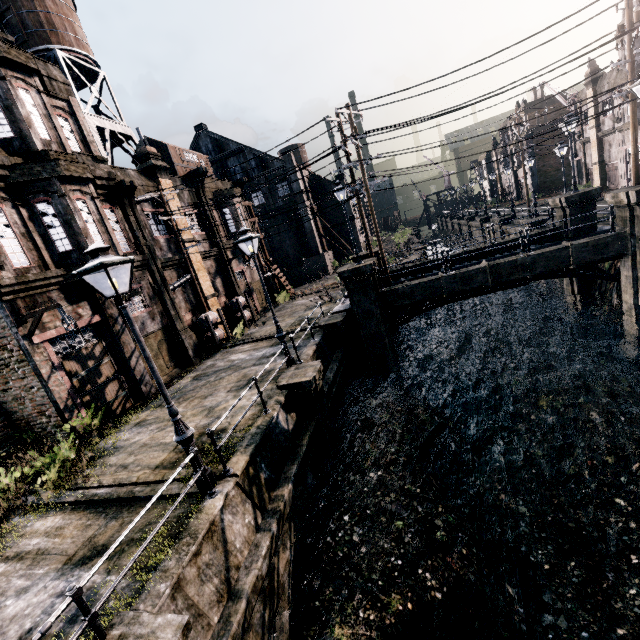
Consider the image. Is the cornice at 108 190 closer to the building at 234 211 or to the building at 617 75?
the building at 234 211

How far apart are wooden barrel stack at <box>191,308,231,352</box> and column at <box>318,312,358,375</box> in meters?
7.0 m

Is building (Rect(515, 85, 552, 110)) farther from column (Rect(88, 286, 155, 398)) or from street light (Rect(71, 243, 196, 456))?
street light (Rect(71, 243, 196, 456))

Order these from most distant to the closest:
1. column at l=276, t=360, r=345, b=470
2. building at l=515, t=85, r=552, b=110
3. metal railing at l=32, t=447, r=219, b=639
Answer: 1. building at l=515, t=85, r=552, b=110
2. column at l=276, t=360, r=345, b=470
3. metal railing at l=32, t=447, r=219, b=639

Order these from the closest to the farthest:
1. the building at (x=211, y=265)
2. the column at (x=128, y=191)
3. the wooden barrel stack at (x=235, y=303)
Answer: the column at (x=128, y=191) < the building at (x=211, y=265) < the wooden barrel stack at (x=235, y=303)

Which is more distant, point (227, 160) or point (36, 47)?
point (227, 160)

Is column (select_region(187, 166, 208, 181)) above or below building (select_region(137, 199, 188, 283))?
above

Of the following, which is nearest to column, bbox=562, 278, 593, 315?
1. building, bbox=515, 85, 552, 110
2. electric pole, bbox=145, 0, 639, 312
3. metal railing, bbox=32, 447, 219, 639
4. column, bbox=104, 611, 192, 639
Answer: electric pole, bbox=145, 0, 639, 312
